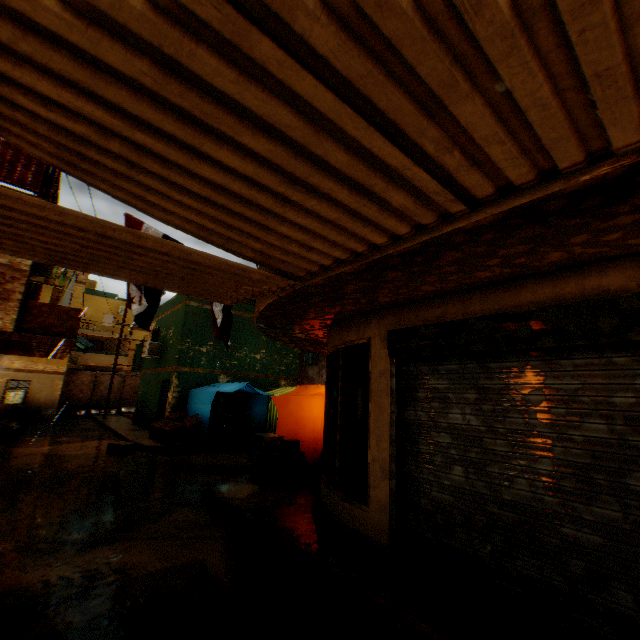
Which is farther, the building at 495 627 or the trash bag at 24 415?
the trash bag at 24 415

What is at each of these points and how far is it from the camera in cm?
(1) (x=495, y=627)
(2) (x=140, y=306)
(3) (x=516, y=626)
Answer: (1) building, 298
(2) flag, 561
(3) building, 298

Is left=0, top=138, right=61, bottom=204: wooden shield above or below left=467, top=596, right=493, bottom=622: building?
above

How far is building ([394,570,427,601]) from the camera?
3.48m

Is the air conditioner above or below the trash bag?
above

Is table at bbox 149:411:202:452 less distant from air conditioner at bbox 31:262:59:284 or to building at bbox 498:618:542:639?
building at bbox 498:618:542:639

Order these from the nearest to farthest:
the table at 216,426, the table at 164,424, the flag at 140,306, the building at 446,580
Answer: the building at 446,580, the flag at 140,306, the table at 164,424, the table at 216,426
